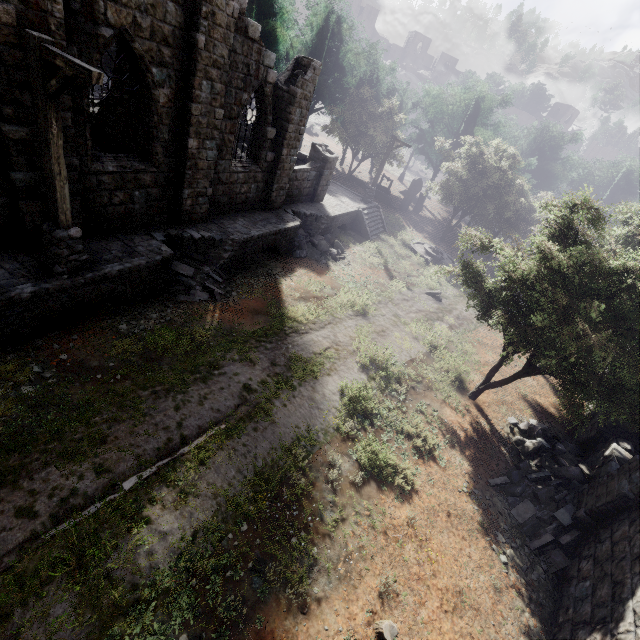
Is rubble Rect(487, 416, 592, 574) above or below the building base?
below

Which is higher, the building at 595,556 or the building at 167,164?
the building at 167,164

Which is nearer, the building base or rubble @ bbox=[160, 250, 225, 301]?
the building base

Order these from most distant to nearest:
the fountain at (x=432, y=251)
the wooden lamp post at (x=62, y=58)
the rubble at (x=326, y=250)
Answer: the fountain at (x=432, y=251) < the rubble at (x=326, y=250) < the wooden lamp post at (x=62, y=58)

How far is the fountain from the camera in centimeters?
2391cm

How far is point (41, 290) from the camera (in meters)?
7.34

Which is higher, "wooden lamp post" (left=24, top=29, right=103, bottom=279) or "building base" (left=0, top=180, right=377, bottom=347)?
"wooden lamp post" (left=24, top=29, right=103, bottom=279)

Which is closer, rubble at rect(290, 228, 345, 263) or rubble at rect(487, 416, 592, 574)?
rubble at rect(487, 416, 592, 574)
